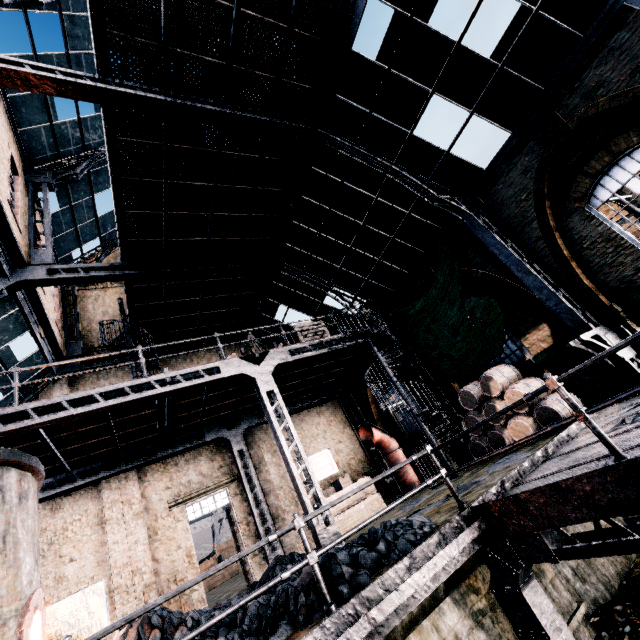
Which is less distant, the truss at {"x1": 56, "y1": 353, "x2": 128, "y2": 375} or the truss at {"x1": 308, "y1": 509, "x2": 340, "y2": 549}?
the truss at {"x1": 308, "y1": 509, "x2": 340, "y2": 549}

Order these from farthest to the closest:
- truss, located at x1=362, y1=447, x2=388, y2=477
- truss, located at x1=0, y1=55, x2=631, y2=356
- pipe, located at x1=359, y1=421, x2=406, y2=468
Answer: truss, located at x1=362, y1=447, x2=388, y2=477 < pipe, located at x1=359, y1=421, x2=406, y2=468 < truss, located at x1=0, y1=55, x2=631, y2=356

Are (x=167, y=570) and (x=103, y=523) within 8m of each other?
yes

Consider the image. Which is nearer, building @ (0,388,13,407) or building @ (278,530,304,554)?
Result: building @ (0,388,13,407)

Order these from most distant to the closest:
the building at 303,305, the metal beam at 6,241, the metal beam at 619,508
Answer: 1. the building at 303,305
2. the metal beam at 6,241
3. the metal beam at 619,508

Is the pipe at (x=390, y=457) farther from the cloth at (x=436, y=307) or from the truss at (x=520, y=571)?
the truss at (x=520, y=571)

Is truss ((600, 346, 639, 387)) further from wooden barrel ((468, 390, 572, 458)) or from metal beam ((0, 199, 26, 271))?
wooden barrel ((468, 390, 572, 458))

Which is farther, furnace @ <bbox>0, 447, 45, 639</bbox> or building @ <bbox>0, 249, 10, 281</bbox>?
building @ <bbox>0, 249, 10, 281</bbox>
